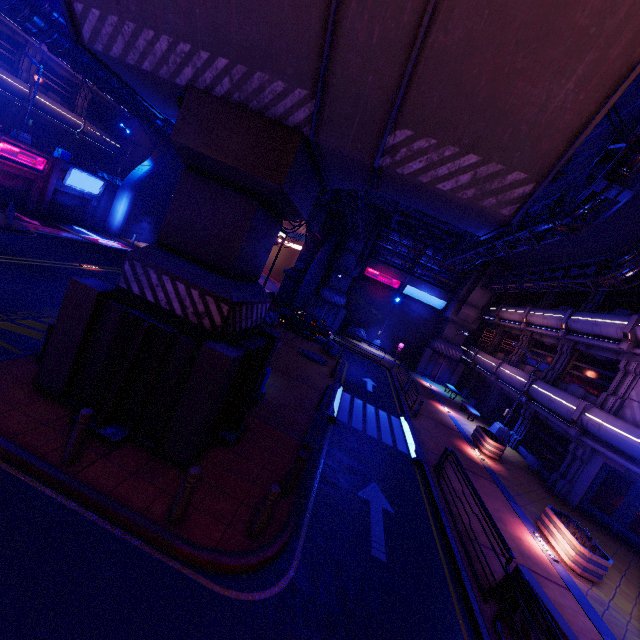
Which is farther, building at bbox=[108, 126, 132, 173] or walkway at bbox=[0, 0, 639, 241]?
building at bbox=[108, 126, 132, 173]

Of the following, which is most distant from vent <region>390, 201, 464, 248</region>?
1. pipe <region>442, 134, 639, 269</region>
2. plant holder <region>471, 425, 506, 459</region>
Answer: plant holder <region>471, 425, 506, 459</region>

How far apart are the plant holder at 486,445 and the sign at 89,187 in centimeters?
3542cm

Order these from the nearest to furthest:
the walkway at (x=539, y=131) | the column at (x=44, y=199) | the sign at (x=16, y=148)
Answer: the walkway at (x=539, y=131)
the sign at (x=16, y=148)
the column at (x=44, y=199)

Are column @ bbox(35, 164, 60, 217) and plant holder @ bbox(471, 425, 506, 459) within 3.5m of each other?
no

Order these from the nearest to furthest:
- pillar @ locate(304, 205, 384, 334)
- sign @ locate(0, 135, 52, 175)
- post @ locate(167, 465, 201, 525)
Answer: post @ locate(167, 465, 201, 525) < sign @ locate(0, 135, 52, 175) < pillar @ locate(304, 205, 384, 334)

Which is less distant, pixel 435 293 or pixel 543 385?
pixel 543 385

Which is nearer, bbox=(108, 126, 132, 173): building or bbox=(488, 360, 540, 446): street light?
bbox=(488, 360, 540, 446): street light
